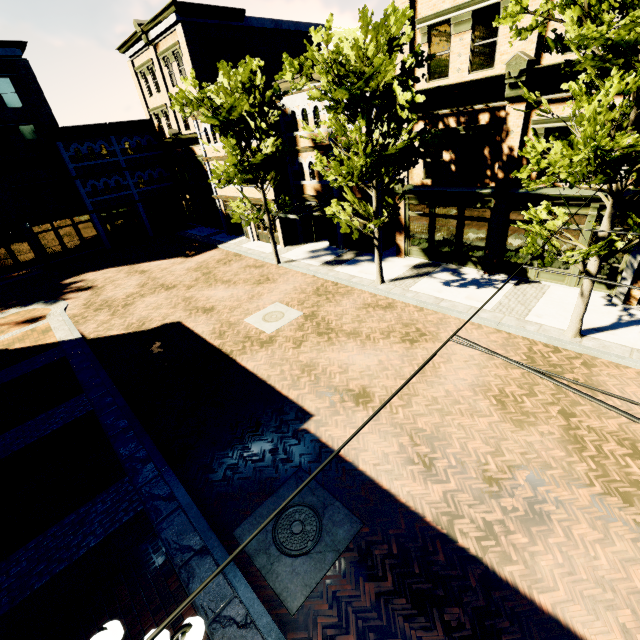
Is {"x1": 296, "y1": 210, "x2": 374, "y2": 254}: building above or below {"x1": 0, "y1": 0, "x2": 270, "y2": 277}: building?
below

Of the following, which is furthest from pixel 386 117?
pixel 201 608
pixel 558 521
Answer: pixel 201 608

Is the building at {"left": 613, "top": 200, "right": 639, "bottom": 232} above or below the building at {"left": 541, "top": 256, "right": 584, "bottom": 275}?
above

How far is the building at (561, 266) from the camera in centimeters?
1322cm

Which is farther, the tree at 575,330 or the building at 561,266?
the building at 561,266

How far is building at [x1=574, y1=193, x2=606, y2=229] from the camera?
11.69m

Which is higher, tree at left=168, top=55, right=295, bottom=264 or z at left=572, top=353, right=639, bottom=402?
tree at left=168, top=55, right=295, bottom=264
